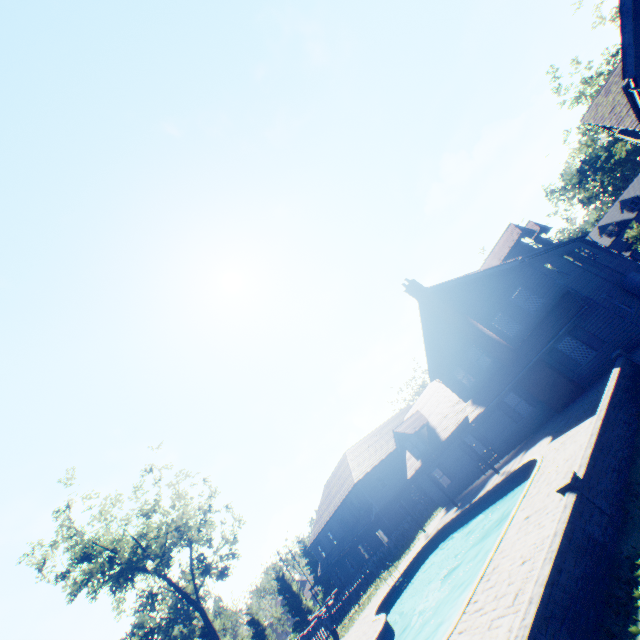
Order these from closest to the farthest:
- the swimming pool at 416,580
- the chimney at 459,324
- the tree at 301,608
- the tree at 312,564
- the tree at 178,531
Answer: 1. the swimming pool at 416,580
2. the chimney at 459,324
3. the tree at 178,531
4. the tree at 301,608
5. the tree at 312,564

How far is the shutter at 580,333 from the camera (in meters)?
17.04

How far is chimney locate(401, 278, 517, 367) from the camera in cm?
2019

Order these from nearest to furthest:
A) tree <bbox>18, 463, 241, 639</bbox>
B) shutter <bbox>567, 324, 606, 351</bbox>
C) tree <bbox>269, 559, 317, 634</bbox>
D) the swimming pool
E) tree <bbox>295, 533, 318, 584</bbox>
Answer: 1. the swimming pool
2. shutter <bbox>567, 324, 606, 351</bbox>
3. tree <bbox>18, 463, 241, 639</bbox>
4. tree <bbox>269, 559, 317, 634</bbox>
5. tree <bbox>295, 533, 318, 584</bbox>

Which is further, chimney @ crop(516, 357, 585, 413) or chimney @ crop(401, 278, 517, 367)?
chimney @ crop(401, 278, 517, 367)

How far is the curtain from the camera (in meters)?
17.75

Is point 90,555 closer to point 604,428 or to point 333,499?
point 333,499

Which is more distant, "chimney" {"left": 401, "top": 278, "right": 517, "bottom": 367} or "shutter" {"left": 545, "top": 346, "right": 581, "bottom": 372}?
"chimney" {"left": 401, "top": 278, "right": 517, "bottom": 367}
